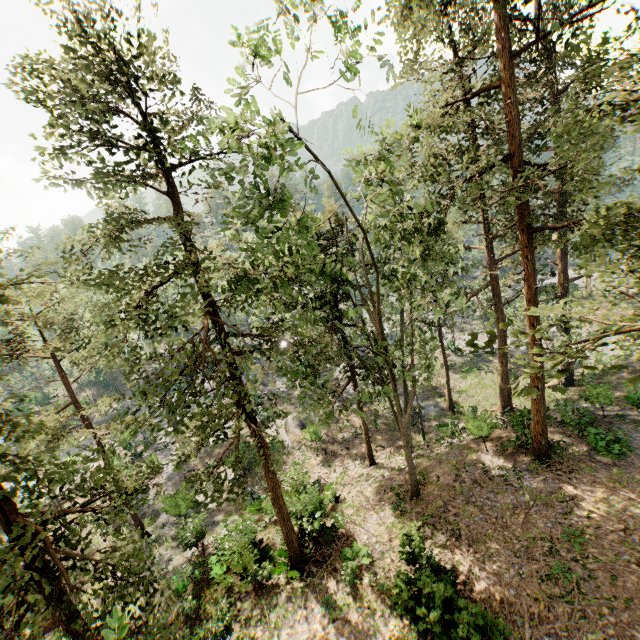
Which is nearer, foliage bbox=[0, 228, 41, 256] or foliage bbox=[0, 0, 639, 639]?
foliage bbox=[0, 0, 639, 639]

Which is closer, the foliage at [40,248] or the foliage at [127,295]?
the foliage at [127,295]

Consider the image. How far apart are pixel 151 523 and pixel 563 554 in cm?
2552
